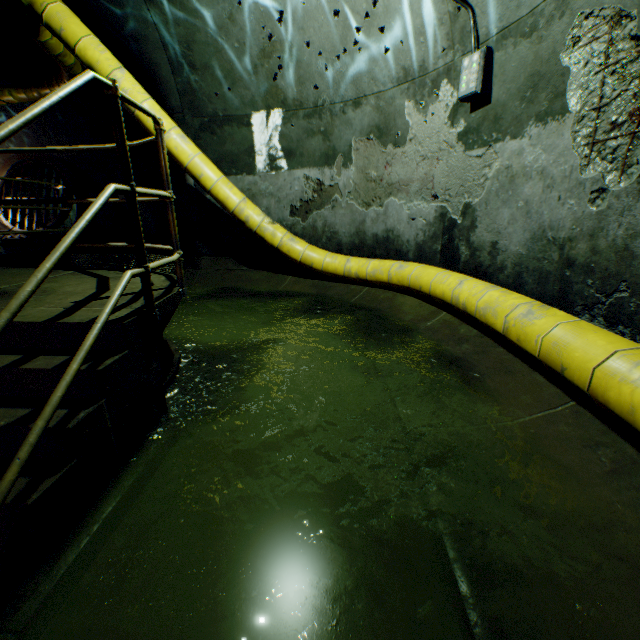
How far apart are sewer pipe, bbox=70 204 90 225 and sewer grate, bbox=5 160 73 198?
0.0m

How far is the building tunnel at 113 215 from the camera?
A: 11.45m

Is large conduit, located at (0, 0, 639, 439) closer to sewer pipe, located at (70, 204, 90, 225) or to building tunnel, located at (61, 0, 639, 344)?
building tunnel, located at (61, 0, 639, 344)

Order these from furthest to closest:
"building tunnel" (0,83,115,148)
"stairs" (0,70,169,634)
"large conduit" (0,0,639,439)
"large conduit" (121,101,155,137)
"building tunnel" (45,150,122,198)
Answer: "building tunnel" (45,150,122,198) < "building tunnel" (0,83,115,148) < "large conduit" (121,101,155,137) < "large conduit" (0,0,639,439) < "stairs" (0,70,169,634)

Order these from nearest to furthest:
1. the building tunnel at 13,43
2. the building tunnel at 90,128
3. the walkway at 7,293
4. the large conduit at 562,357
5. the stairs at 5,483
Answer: the stairs at 5,483
the large conduit at 562,357
the walkway at 7,293
the building tunnel at 13,43
the building tunnel at 90,128

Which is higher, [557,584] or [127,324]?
[127,324]

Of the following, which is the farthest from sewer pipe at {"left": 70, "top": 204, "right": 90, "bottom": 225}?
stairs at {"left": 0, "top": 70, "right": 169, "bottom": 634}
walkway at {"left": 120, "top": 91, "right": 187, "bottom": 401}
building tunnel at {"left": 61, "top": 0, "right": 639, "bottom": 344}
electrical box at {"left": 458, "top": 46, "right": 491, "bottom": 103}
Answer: electrical box at {"left": 458, "top": 46, "right": 491, "bottom": 103}

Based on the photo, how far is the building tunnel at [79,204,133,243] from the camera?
11.45m
